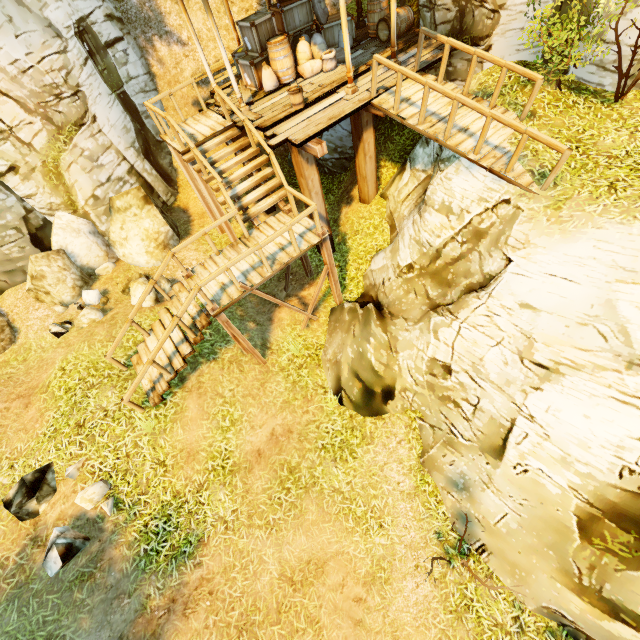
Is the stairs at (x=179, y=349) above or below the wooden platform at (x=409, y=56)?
below

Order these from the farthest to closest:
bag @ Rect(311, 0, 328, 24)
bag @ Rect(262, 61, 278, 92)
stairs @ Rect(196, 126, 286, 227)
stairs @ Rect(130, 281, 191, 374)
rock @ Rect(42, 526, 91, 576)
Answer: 1. bag @ Rect(311, 0, 328, 24)
2. bag @ Rect(262, 61, 278, 92)
3. stairs @ Rect(196, 126, 286, 227)
4. stairs @ Rect(130, 281, 191, 374)
5. rock @ Rect(42, 526, 91, 576)

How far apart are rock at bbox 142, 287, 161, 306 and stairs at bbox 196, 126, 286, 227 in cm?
373

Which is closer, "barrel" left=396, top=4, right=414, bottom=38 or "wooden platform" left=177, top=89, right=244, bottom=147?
"wooden platform" left=177, top=89, right=244, bottom=147

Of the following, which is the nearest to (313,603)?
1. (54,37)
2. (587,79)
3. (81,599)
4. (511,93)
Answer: (81,599)

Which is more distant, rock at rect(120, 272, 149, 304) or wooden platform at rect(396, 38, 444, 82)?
rock at rect(120, 272, 149, 304)

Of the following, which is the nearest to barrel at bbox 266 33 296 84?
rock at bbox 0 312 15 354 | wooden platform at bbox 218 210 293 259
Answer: wooden platform at bbox 218 210 293 259

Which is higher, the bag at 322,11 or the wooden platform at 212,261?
the bag at 322,11
